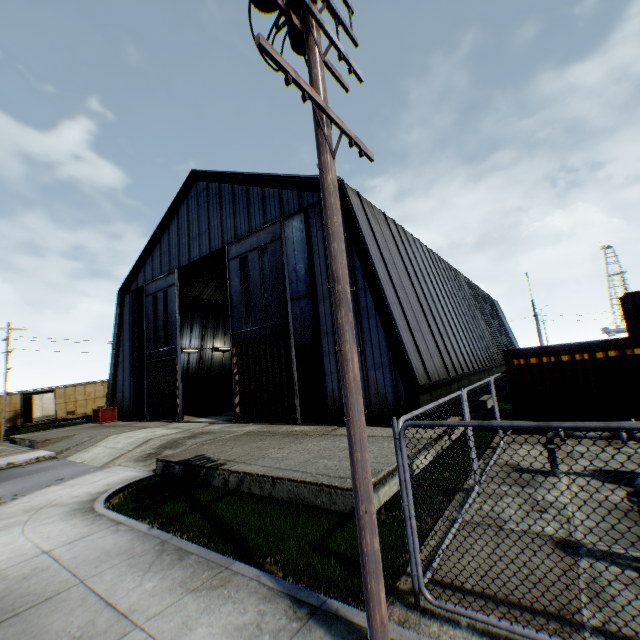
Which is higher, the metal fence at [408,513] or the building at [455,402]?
the building at [455,402]

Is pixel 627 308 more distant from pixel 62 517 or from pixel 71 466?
pixel 71 466

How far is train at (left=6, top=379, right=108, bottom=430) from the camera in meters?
31.8 m

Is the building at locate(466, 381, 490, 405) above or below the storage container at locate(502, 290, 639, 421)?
below

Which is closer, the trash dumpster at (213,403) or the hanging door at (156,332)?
the hanging door at (156,332)

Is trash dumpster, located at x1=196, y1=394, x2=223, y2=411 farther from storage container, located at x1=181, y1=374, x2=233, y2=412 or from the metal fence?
the metal fence

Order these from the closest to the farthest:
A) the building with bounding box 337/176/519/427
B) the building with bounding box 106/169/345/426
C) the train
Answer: the building with bounding box 337/176/519/427 < the building with bounding box 106/169/345/426 < the train

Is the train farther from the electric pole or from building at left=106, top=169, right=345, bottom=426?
the electric pole
